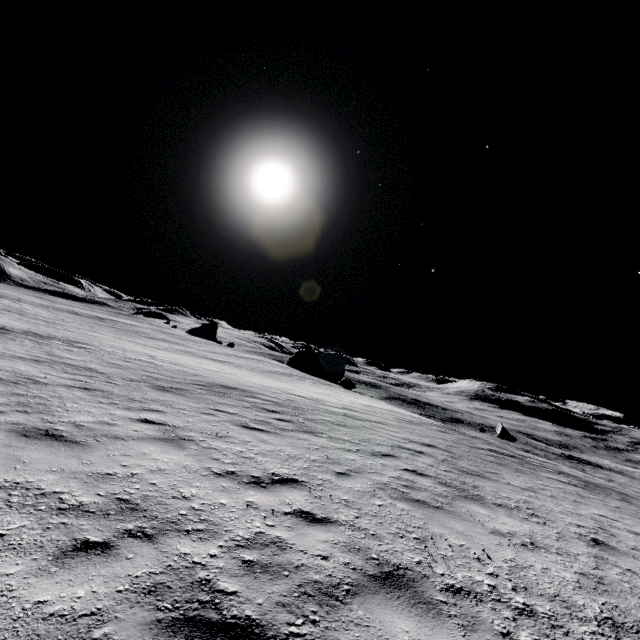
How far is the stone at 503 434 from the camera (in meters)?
43.80

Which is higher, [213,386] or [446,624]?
[446,624]

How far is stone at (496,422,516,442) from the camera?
43.80m
